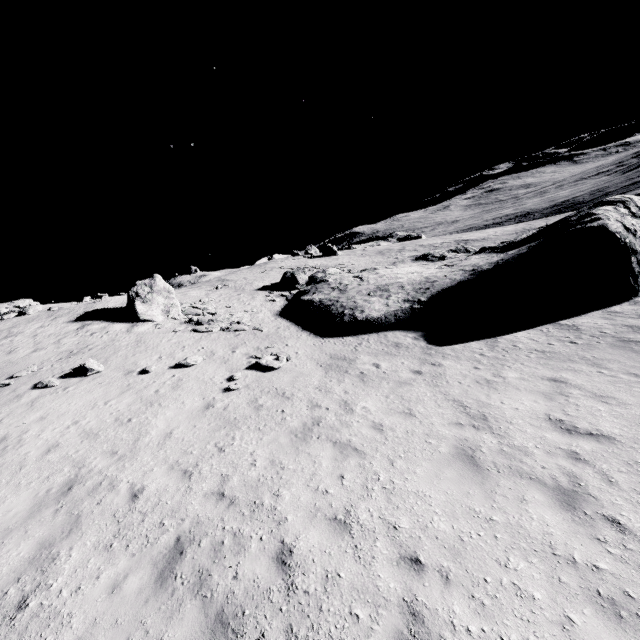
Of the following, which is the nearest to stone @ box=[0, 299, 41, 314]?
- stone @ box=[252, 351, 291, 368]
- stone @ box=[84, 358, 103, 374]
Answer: stone @ box=[84, 358, 103, 374]

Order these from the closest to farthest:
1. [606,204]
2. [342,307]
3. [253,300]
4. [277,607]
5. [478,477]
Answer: [277,607] < [478,477] < [606,204] < [342,307] < [253,300]

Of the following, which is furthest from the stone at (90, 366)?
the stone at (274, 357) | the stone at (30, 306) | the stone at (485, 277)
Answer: the stone at (30, 306)

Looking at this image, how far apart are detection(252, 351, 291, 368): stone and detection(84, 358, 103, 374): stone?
6.97m

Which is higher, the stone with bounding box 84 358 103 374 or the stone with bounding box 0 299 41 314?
the stone with bounding box 0 299 41 314

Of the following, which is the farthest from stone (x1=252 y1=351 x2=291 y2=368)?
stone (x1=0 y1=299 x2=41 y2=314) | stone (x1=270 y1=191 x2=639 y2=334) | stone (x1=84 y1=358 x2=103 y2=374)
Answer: stone (x1=0 y1=299 x2=41 y2=314)

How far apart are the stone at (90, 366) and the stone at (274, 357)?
7.0m

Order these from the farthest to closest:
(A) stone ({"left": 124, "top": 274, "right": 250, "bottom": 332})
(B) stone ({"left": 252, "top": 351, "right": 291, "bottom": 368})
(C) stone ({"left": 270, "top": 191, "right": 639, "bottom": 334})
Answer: (A) stone ({"left": 124, "top": 274, "right": 250, "bottom": 332})
(C) stone ({"left": 270, "top": 191, "right": 639, "bottom": 334})
(B) stone ({"left": 252, "top": 351, "right": 291, "bottom": 368})
